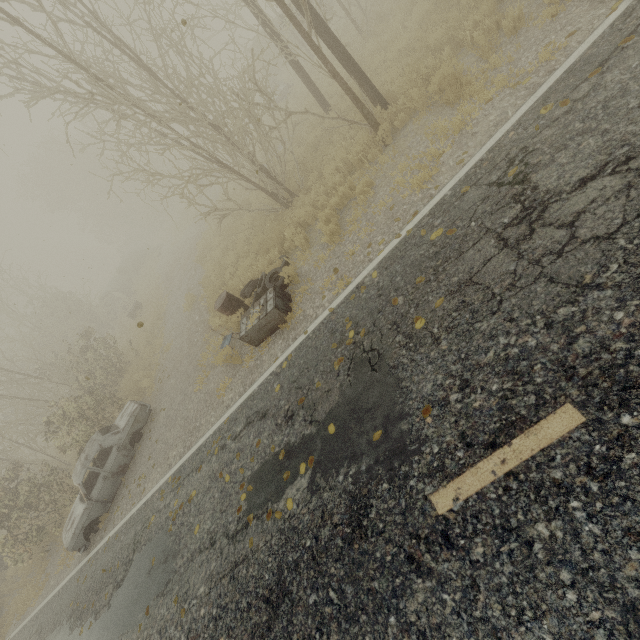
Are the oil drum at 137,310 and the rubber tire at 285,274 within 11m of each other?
no

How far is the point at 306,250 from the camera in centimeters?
792cm

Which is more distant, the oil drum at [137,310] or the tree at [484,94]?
the oil drum at [137,310]

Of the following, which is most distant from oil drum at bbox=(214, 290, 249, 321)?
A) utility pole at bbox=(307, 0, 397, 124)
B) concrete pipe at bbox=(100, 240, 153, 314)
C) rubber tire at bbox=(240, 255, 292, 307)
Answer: concrete pipe at bbox=(100, 240, 153, 314)

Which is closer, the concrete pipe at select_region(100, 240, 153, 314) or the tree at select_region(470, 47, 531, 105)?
the tree at select_region(470, 47, 531, 105)

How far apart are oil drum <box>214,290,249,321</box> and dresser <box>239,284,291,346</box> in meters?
0.5 m

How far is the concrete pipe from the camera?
28.8m

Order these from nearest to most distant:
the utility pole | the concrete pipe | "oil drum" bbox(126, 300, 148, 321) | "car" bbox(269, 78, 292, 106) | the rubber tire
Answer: the utility pole → the rubber tire → "car" bbox(269, 78, 292, 106) → "oil drum" bbox(126, 300, 148, 321) → the concrete pipe
